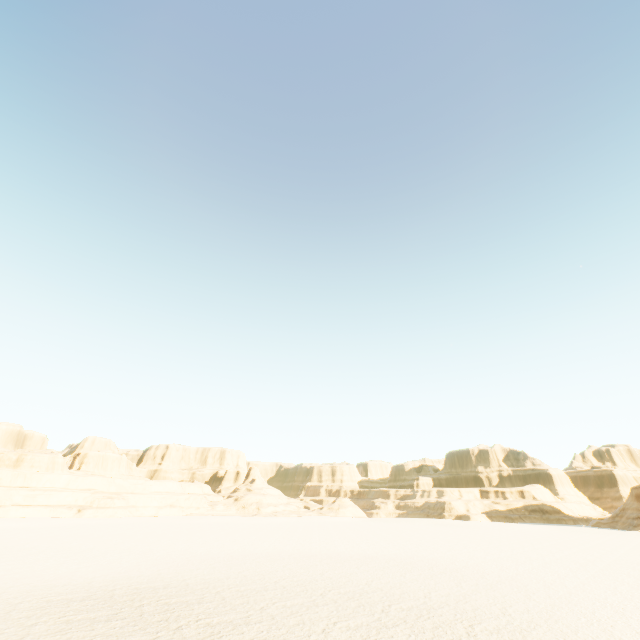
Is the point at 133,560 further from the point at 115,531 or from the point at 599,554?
the point at 599,554
